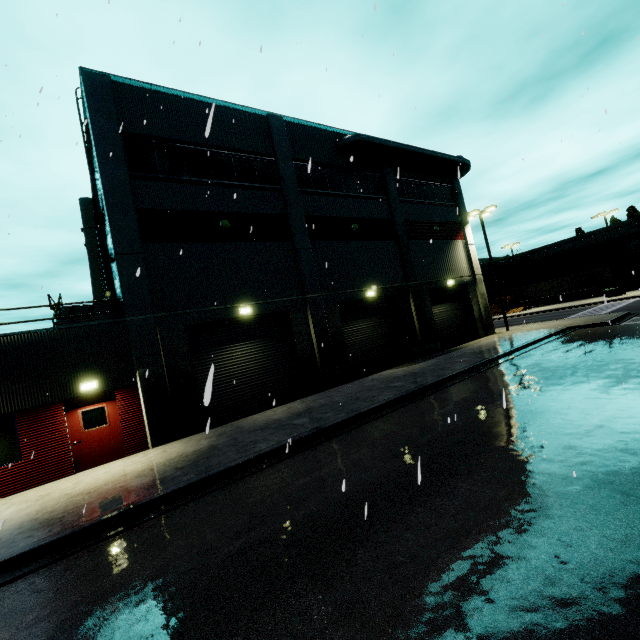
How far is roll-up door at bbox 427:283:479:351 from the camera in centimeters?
2291cm

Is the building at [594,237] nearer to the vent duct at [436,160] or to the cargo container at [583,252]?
the vent duct at [436,160]

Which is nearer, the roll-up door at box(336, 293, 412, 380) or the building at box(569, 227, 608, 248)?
the roll-up door at box(336, 293, 412, 380)

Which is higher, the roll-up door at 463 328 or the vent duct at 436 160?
the vent duct at 436 160

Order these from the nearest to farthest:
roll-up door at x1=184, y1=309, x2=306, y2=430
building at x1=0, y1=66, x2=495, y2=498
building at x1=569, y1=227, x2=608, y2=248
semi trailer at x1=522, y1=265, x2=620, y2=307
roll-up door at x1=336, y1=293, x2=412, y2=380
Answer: building at x1=0, y1=66, x2=495, y2=498 → roll-up door at x1=184, y1=309, x2=306, y2=430 → roll-up door at x1=336, y1=293, x2=412, y2=380 → semi trailer at x1=522, y1=265, x2=620, y2=307 → building at x1=569, y1=227, x2=608, y2=248

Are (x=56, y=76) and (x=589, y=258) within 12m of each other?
no

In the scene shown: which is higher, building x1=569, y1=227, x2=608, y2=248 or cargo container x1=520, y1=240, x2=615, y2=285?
building x1=569, y1=227, x2=608, y2=248

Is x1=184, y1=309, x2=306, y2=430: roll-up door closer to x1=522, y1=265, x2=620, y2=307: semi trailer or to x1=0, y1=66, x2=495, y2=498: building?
x1=0, y1=66, x2=495, y2=498: building
